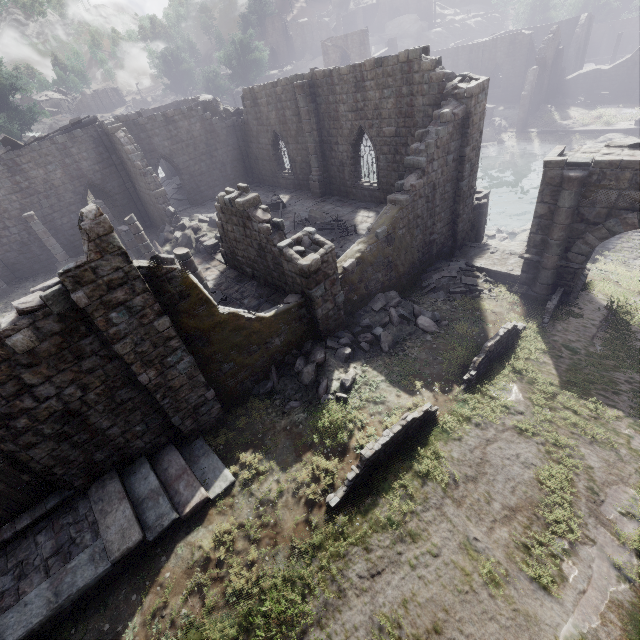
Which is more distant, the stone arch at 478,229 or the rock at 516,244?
the rock at 516,244

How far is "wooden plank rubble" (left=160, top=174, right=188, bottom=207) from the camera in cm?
2767

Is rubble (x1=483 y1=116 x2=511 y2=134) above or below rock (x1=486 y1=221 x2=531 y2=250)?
above

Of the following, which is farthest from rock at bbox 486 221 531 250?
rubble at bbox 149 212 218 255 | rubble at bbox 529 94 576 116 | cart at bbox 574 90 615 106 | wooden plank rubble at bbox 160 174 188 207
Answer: rubble at bbox 529 94 576 116

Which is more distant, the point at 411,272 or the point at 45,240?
the point at 45,240

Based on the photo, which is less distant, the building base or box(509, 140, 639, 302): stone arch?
box(509, 140, 639, 302): stone arch

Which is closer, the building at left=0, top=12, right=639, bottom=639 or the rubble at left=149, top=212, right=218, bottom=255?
the building at left=0, top=12, right=639, bottom=639

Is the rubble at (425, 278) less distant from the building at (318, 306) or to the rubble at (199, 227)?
the building at (318, 306)
